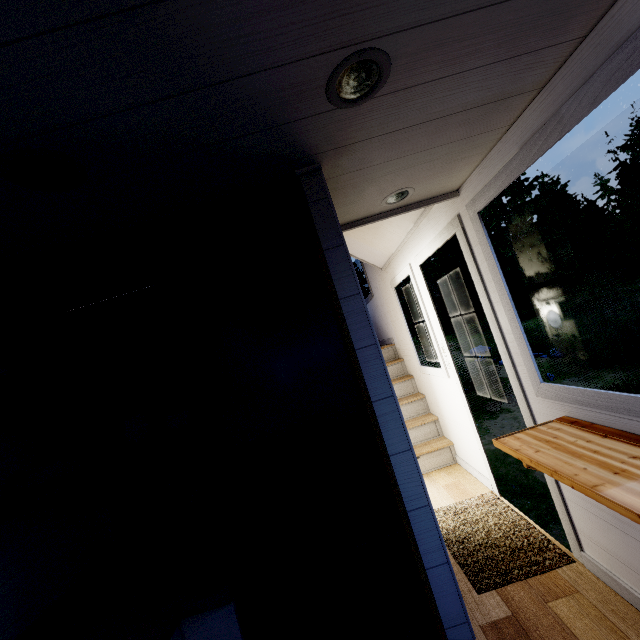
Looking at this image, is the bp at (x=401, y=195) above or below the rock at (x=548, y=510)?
above

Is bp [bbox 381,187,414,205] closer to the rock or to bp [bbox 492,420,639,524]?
bp [bbox 492,420,639,524]

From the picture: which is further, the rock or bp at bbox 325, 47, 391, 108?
the rock

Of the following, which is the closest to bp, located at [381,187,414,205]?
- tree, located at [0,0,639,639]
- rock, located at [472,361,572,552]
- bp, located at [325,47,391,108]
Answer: tree, located at [0,0,639,639]

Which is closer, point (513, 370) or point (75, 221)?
point (75, 221)

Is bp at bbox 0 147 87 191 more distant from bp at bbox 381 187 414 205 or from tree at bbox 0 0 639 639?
bp at bbox 381 187 414 205

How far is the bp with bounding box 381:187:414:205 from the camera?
1.9 meters

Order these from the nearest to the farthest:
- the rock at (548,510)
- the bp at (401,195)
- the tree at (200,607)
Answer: the tree at (200,607) < the bp at (401,195) < the rock at (548,510)
